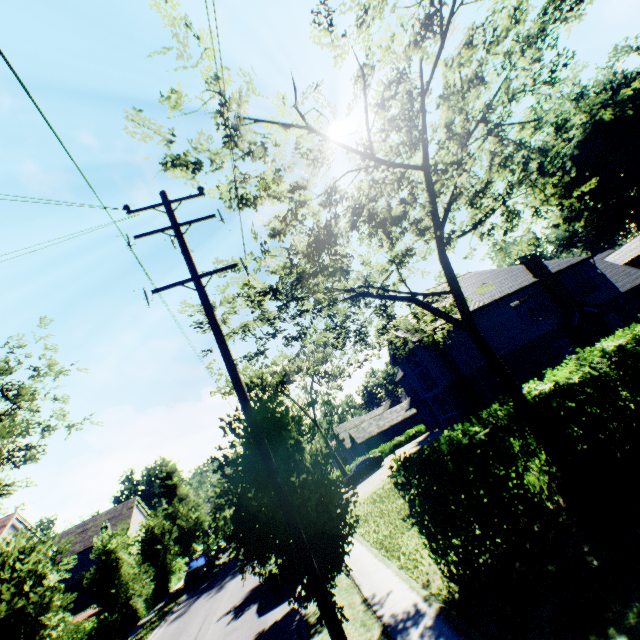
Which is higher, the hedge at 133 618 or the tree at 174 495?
the tree at 174 495

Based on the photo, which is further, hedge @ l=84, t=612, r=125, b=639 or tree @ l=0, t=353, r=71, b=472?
hedge @ l=84, t=612, r=125, b=639

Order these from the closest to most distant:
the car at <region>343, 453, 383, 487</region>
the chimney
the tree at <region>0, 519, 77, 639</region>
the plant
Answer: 1. the tree at <region>0, 519, 77, 639</region>
2. the chimney
3. the car at <region>343, 453, 383, 487</region>
4. the plant

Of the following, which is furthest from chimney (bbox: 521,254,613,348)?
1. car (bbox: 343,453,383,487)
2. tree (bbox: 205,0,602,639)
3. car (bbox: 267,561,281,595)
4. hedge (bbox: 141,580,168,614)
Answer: hedge (bbox: 141,580,168,614)

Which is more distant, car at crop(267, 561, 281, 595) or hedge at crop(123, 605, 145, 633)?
hedge at crop(123, 605, 145, 633)

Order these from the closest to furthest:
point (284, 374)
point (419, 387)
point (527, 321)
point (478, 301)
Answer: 1. point (478, 301)
2. point (419, 387)
3. point (527, 321)
4. point (284, 374)

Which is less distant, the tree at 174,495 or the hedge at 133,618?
the tree at 174,495

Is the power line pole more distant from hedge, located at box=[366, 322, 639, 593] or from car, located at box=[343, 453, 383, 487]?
car, located at box=[343, 453, 383, 487]
